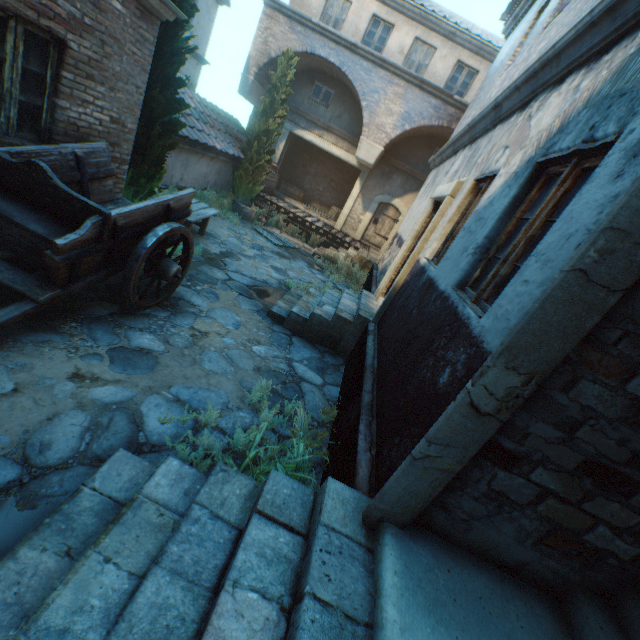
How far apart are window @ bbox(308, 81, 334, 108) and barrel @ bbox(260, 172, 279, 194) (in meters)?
3.49

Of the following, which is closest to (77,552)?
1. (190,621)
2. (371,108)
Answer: (190,621)

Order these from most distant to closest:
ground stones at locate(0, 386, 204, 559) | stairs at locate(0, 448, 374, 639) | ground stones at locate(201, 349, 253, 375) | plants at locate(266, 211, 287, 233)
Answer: plants at locate(266, 211, 287, 233)
ground stones at locate(201, 349, 253, 375)
ground stones at locate(0, 386, 204, 559)
stairs at locate(0, 448, 374, 639)

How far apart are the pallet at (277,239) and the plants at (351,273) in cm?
136

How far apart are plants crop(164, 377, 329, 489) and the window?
15.14m

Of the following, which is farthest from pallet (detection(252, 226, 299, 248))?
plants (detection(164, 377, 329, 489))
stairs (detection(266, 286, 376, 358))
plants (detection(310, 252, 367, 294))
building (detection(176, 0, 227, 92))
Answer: plants (detection(164, 377, 329, 489))

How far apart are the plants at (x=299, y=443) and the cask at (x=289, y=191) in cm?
1569

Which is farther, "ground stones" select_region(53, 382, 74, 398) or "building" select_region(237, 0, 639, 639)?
"ground stones" select_region(53, 382, 74, 398)
